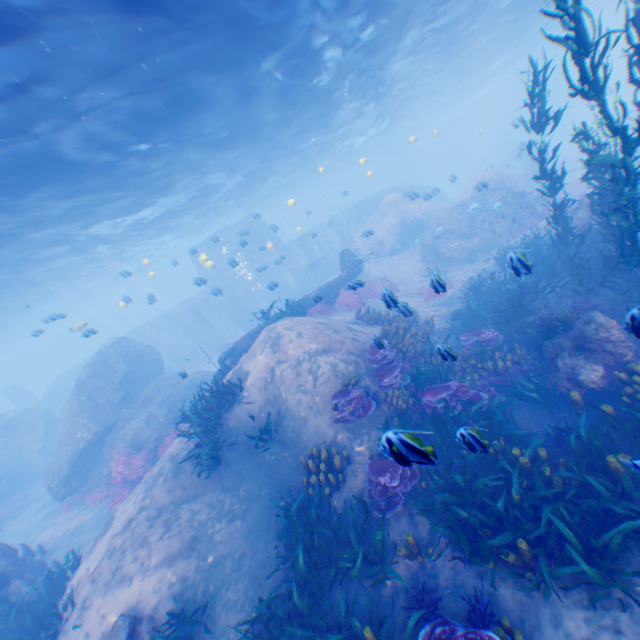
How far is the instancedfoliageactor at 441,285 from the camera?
6.56m

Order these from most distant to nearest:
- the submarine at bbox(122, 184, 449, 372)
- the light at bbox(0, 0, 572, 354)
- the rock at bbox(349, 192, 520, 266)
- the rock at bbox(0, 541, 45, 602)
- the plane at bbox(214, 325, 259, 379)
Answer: the submarine at bbox(122, 184, 449, 372)
the rock at bbox(349, 192, 520, 266)
the plane at bbox(214, 325, 259, 379)
the rock at bbox(0, 541, 45, 602)
the light at bbox(0, 0, 572, 354)

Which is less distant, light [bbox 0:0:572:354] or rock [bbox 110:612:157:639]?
rock [bbox 110:612:157:639]

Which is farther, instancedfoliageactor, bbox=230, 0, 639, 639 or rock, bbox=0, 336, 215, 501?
rock, bbox=0, 336, 215, 501

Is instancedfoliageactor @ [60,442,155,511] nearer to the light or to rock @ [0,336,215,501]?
rock @ [0,336,215,501]

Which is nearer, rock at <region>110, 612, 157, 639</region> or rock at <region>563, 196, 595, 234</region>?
rock at <region>110, 612, 157, 639</region>

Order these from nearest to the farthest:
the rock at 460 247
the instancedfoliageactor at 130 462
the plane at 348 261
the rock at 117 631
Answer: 1. the rock at 117 631
2. the instancedfoliageactor at 130 462
3. the plane at 348 261
4. the rock at 460 247

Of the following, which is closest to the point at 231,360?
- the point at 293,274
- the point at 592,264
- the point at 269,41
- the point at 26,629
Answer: the point at 26,629
